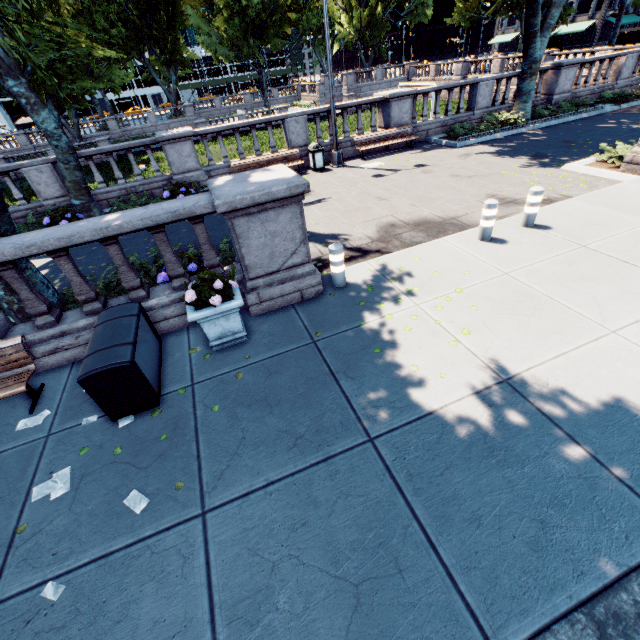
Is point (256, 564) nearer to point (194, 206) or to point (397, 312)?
point (397, 312)

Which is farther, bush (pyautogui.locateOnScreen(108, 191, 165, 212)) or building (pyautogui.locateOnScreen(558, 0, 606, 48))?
building (pyautogui.locateOnScreen(558, 0, 606, 48))

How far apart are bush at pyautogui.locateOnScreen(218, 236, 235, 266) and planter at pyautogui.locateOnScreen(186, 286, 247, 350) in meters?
1.1

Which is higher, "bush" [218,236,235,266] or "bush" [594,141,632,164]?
"bush" [594,141,632,164]

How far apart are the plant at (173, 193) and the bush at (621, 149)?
13.7m

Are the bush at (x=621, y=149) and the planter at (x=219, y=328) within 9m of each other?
no

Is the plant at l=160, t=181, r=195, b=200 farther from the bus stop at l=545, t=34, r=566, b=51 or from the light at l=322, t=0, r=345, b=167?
the bus stop at l=545, t=34, r=566, b=51

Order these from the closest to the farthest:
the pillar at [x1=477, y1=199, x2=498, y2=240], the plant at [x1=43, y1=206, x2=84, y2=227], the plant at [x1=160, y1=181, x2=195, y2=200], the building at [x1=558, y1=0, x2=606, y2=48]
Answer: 1. the pillar at [x1=477, y1=199, x2=498, y2=240]
2. the plant at [x1=43, y1=206, x2=84, y2=227]
3. the plant at [x1=160, y1=181, x2=195, y2=200]
4. the building at [x1=558, y1=0, x2=606, y2=48]
